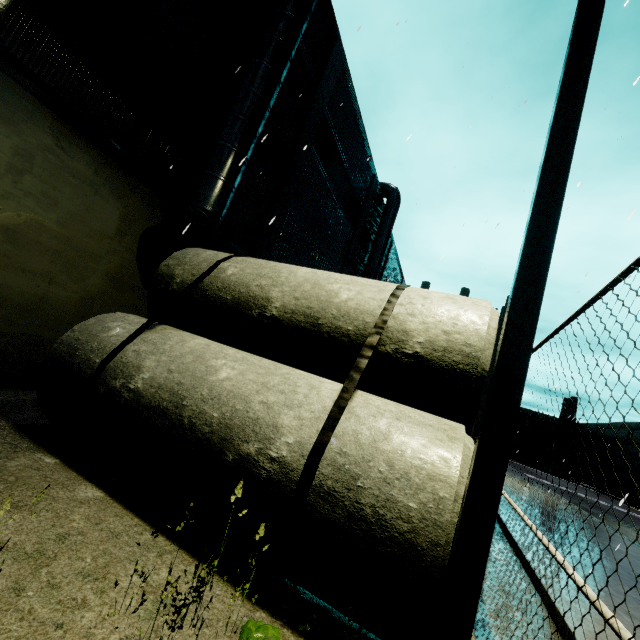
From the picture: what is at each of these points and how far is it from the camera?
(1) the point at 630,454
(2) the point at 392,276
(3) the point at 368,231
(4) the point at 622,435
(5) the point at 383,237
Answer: (1) building, 46.2 meters
(2) building, 30.5 meters
(3) building, 21.9 meters
(4) building, 49.5 meters
(5) vent duct, 20.8 meters

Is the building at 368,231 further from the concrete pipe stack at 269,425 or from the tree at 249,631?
the tree at 249,631

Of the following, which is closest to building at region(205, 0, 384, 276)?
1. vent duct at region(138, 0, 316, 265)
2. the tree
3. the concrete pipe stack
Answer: vent duct at region(138, 0, 316, 265)

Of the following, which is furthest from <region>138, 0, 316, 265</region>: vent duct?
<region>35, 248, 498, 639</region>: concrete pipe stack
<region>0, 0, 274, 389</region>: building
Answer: <region>35, 248, 498, 639</region>: concrete pipe stack

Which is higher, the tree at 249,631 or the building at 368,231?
the building at 368,231

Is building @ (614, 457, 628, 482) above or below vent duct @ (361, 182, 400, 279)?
below

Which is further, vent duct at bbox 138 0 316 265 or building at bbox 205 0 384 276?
building at bbox 205 0 384 276
